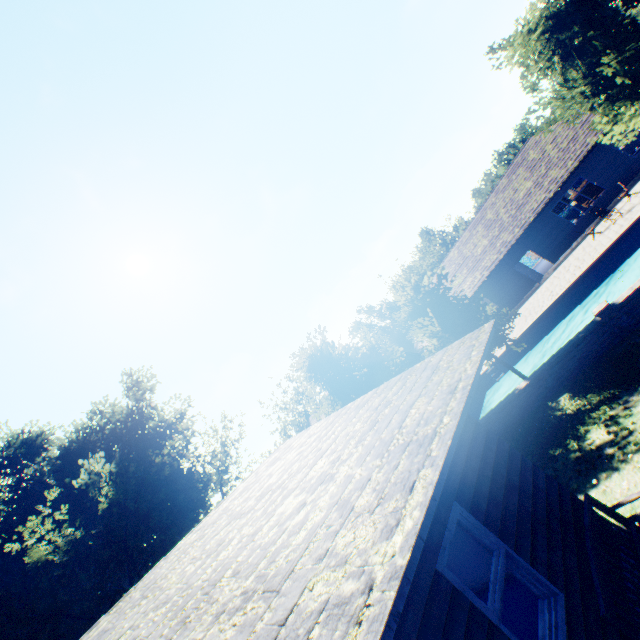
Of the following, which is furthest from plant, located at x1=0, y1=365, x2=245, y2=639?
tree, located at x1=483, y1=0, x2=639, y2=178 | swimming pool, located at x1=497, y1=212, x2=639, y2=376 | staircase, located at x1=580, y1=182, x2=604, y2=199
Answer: staircase, located at x1=580, y1=182, x2=604, y2=199

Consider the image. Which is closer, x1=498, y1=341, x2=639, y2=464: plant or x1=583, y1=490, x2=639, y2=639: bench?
x1=583, y1=490, x2=639, y2=639: bench

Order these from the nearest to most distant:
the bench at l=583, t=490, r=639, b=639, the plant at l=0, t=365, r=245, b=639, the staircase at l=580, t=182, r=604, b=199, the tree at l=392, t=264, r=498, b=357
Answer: the bench at l=583, t=490, r=639, b=639
the tree at l=392, t=264, r=498, b=357
the plant at l=0, t=365, r=245, b=639
the staircase at l=580, t=182, r=604, b=199

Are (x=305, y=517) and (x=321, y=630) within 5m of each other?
yes

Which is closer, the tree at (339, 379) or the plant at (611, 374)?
the plant at (611, 374)

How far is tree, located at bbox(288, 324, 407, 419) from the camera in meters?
15.2 m

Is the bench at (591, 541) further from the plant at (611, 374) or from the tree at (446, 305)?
the plant at (611, 374)

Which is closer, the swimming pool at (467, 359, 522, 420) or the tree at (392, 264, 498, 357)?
the tree at (392, 264, 498, 357)
